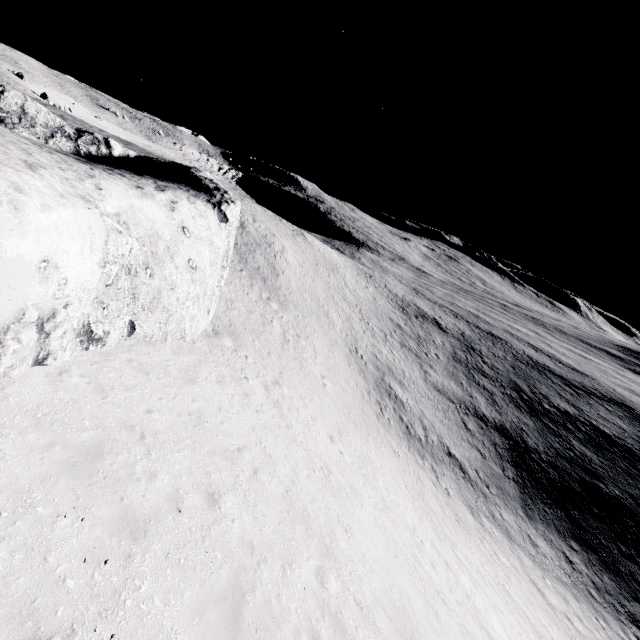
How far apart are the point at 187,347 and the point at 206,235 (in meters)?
5.81
